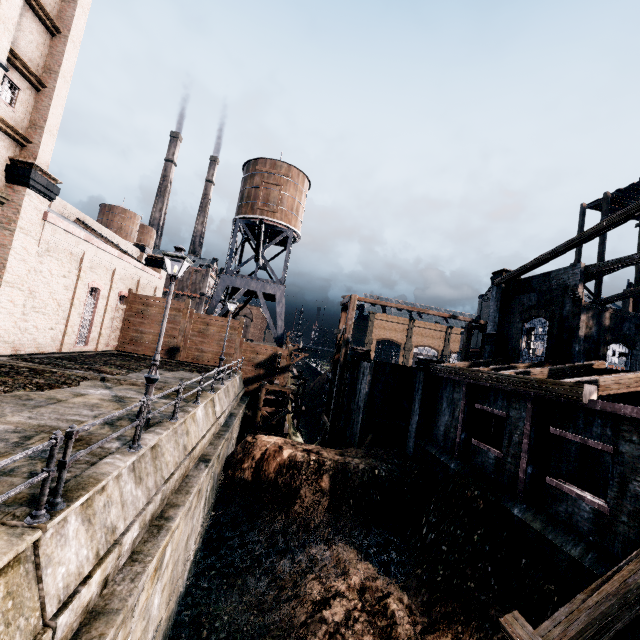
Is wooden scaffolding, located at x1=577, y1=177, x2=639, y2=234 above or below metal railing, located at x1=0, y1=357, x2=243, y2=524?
above

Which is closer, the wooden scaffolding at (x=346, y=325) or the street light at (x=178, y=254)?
the street light at (x=178, y=254)

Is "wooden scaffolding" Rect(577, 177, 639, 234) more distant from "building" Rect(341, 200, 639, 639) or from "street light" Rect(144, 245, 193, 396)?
"street light" Rect(144, 245, 193, 396)

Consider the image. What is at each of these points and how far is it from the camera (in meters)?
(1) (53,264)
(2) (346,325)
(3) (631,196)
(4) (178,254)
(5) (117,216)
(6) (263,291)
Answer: (1) building, 19.69
(2) wooden scaffolding, 26.50
(3) wooden scaffolding, 27.53
(4) street light, 10.37
(5) water tower, 59.16
(6) water tower, 33.84

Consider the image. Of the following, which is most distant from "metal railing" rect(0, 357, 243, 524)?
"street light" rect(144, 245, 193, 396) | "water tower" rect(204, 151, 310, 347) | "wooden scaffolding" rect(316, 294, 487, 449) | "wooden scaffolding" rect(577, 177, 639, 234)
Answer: "wooden scaffolding" rect(577, 177, 639, 234)

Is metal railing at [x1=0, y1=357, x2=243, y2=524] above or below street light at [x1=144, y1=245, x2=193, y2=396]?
below

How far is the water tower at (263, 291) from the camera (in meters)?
33.56

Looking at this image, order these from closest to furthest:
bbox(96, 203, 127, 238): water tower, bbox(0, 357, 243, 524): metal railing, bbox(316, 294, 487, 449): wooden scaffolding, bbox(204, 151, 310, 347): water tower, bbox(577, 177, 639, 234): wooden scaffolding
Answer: bbox(0, 357, 243, 524): metal railing < bbox(316, 294, 487, 449): wooden scaffolding < bbox(577, 177, 639, 234): wooden scaffolding < bbox(204, 151, 310, 347): water tower < bbox(96, 203, 127, 238): water tower
